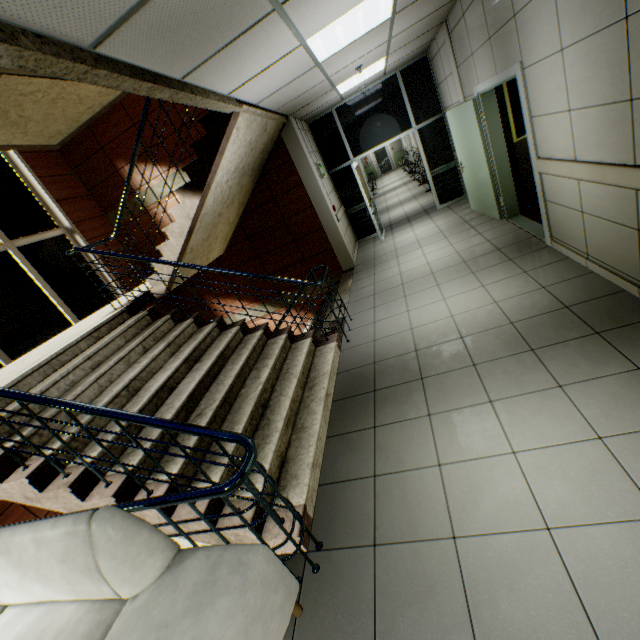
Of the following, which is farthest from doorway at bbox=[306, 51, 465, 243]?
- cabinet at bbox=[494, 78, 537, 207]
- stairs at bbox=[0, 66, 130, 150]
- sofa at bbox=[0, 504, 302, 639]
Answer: sofa at bbox=[0, 504, 302, 639]

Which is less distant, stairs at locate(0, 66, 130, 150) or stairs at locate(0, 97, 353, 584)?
stairs at locate(0, 97, 353, 584)

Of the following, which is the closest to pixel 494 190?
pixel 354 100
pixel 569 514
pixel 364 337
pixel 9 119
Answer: pixel 364 337

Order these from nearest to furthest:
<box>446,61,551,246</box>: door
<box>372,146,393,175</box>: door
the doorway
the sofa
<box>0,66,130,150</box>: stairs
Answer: the sofa
<box>446,61,551,246</box>: door
<box>0,66,130,150</box>: stairs
the doorway
<box>372,146,393,175</box>: door

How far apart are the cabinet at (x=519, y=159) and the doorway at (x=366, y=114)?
2.57m

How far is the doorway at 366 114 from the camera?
7.30m

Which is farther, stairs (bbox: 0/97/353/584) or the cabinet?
the cabinet

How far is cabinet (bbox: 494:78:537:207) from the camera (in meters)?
5.07
